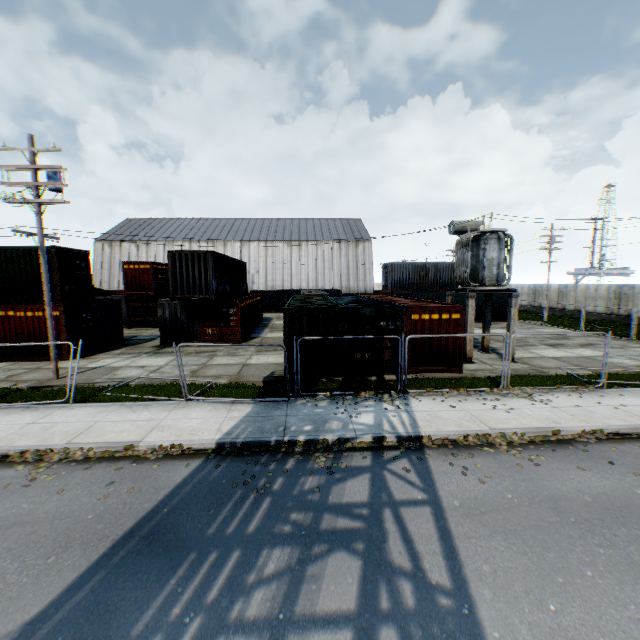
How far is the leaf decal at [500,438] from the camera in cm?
817

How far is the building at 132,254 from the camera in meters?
54.6

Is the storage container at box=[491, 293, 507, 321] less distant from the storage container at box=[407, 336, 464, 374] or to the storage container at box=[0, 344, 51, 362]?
the storage container at box=[407, 336, 464, 374]

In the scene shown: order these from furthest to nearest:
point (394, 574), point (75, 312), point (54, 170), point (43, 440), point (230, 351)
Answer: point (230, 351), point (75, 312), point (54, 170), point (43, 440), point (394, 574)

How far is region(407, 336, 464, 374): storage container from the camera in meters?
13.9 m

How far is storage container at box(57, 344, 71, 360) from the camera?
16.9 meters

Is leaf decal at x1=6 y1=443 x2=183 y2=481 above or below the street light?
below

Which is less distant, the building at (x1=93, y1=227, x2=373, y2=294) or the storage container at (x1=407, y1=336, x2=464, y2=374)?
the storage container at (x1=407, y1=336, x2=464, y2=374)
